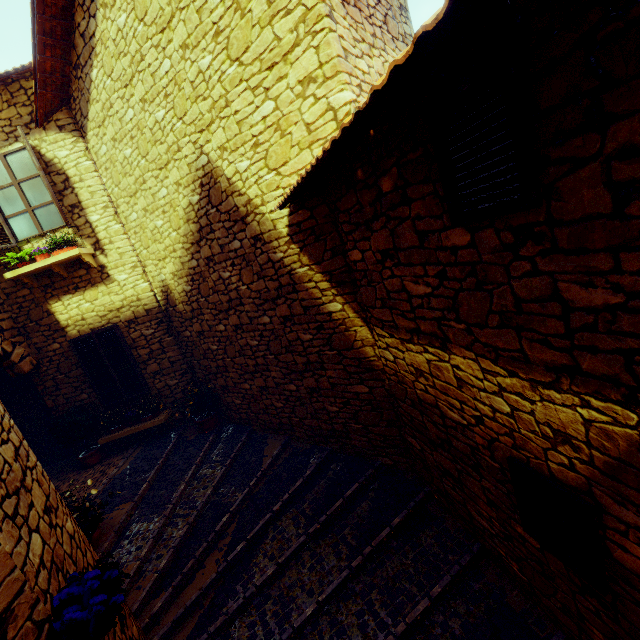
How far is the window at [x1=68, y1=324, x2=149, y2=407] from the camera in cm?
686

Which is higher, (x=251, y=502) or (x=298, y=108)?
(x=298, y=108)

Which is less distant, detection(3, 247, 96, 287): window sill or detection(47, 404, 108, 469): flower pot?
detection(3, 247, 96, 287): window sill

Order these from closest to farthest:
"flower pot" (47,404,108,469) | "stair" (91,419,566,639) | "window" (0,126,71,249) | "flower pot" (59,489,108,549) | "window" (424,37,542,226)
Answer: "window" (424,37,542,226), "stair" (91,419,566,639), "flower pot" (59,489,108,549), "window" (0,126,71,249), "flower pot" (47,404,108,469)

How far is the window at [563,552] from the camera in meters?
2.0 m

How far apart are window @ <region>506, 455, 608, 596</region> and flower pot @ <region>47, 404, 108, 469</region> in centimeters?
780cm

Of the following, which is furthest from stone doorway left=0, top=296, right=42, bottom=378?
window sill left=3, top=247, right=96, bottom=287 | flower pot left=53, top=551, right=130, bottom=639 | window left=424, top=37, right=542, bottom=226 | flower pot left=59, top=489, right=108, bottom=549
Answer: window left=424, top=37, right=542, bottom=226

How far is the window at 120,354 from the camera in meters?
6.9
